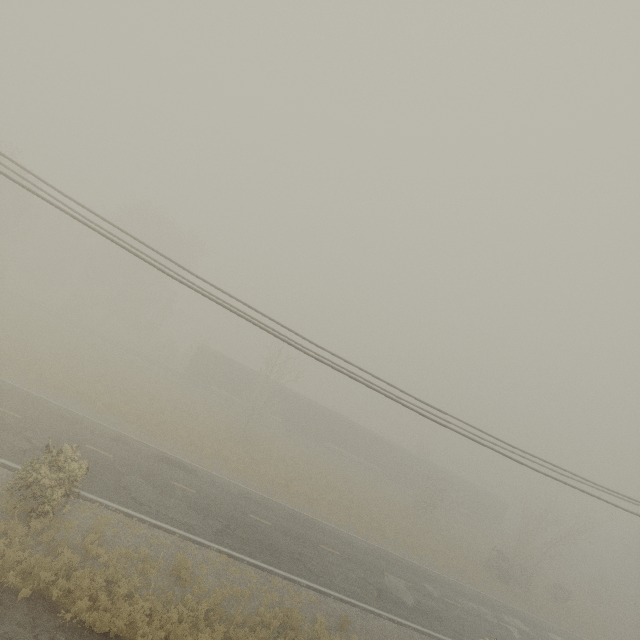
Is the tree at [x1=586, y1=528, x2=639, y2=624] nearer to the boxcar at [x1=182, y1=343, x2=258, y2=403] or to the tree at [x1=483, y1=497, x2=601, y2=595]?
the boxcar at [x1=182, y1=343, x2=258, y2=403]

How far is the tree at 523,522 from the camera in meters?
31.3 m

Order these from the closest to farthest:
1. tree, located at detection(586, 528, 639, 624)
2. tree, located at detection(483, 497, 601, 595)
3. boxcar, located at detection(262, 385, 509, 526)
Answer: tree, located at detection(483, 497, 601, 595) < boxcar, located at detection(262, 385, 509, 526) < tree, located at detection(586, 528, 639, 624)

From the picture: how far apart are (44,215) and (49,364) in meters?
30.0

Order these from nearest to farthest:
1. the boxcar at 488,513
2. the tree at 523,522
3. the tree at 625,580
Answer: the tree at 523,522 → the boxcar at 488,513 → the tree at 625,580

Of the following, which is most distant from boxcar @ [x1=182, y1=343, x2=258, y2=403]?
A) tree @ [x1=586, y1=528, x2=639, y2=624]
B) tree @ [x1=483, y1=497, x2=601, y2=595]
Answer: tree @ [x1=483, y1=497, x2=601, y2=595]
